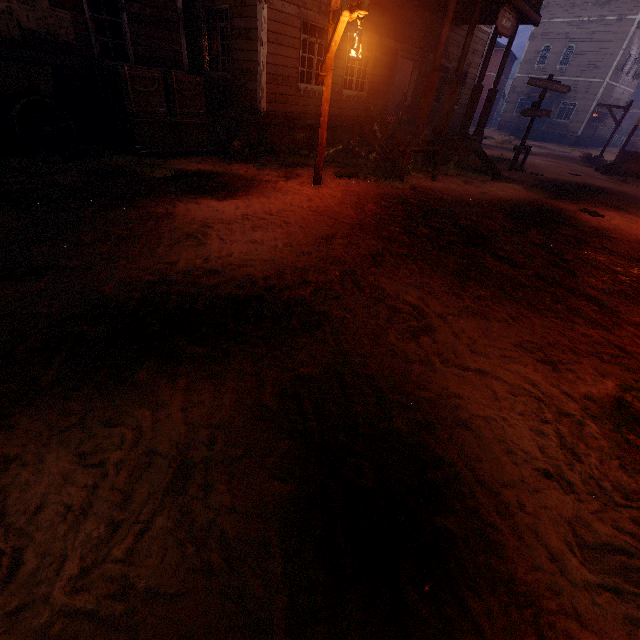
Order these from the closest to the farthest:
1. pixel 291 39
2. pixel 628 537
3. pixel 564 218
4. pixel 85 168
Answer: pixel 628 537, pixel 85 168, pixel 564 218, pixel 291 39

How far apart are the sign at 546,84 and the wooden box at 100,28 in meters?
14.7

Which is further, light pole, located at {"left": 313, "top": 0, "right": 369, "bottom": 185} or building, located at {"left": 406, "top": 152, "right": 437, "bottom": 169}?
building, located at {"left": 406, "top": 152, "right": 437, "bottom": 169}

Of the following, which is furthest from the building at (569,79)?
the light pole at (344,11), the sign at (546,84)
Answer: the light pole at (344,11)

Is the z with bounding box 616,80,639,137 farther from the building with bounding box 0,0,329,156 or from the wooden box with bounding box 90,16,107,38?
the wooden box with bounding box 90,16,107,38

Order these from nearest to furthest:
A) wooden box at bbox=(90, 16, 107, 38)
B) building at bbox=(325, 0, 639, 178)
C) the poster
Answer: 1. the poster
2. wooden box at bbox=(90, 16, 107, 38)
3. building at bbox=(325, 0, 639, 178)

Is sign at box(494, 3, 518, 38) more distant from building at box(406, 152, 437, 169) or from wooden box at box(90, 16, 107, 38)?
wooden box at box(90, 16, 107, 38)

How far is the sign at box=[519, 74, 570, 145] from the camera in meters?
13.0
